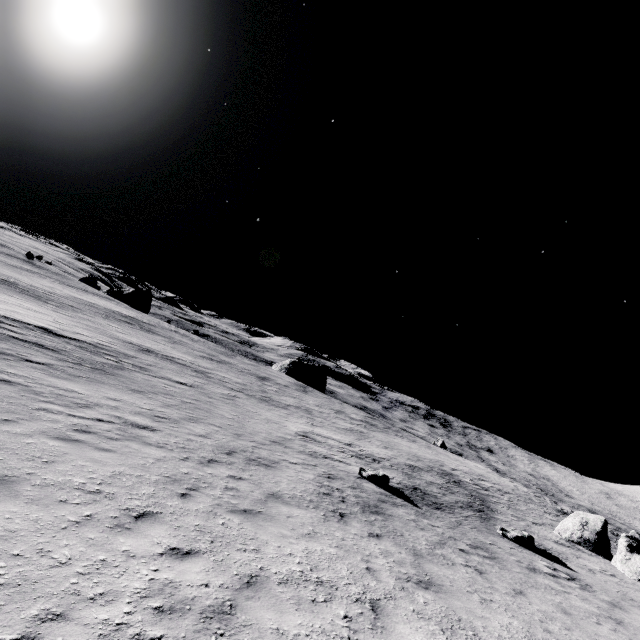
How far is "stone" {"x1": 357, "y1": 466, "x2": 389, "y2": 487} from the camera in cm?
1501

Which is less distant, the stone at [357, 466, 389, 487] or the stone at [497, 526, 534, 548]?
the stone at [497, 526, 534, 548]

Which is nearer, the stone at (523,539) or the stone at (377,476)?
the stone at (523,539)

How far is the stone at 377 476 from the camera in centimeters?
1501cm

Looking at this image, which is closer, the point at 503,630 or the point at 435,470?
the point at 503,630

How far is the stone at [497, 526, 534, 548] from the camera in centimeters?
1428cm

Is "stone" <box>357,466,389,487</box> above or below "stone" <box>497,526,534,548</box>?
below

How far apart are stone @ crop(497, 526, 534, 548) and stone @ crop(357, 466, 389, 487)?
5.5 meters
